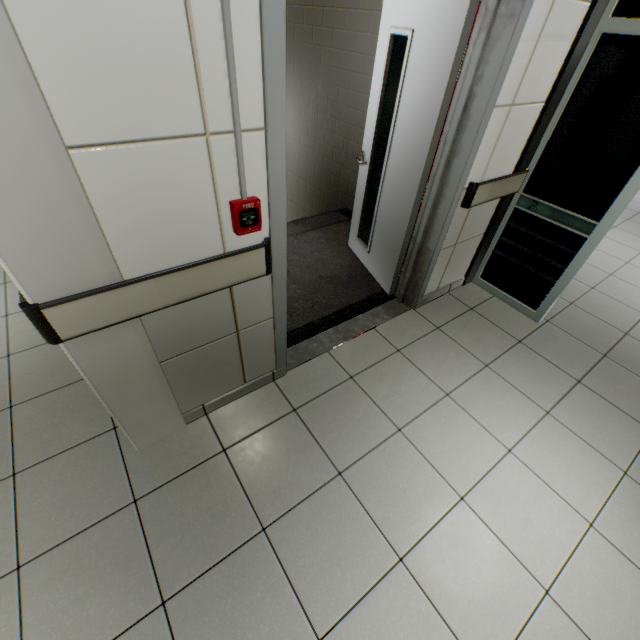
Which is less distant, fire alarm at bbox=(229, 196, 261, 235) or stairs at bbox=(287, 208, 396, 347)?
fire alarm at bbox=(229, 196, 261, 235)

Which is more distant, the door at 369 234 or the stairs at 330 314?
the stairs at 330 314

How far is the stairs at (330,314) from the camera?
2.8m

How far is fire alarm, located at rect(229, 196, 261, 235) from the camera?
1.3m

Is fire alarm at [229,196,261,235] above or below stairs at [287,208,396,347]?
above

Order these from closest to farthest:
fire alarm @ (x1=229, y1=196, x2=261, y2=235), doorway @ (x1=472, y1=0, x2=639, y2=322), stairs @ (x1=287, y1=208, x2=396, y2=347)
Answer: fire alarm @ (x1=229, y1=196, x2=261, y2=235) < doorway @ (x1=472, y1=0, x2=639, y2=322) < stairs @ (x1=287, y1=208, x2=396, y2=347)

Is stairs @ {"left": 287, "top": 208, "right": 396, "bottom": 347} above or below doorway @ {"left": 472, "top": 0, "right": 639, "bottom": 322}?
below

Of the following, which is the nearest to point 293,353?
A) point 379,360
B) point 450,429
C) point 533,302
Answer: point 379,360
